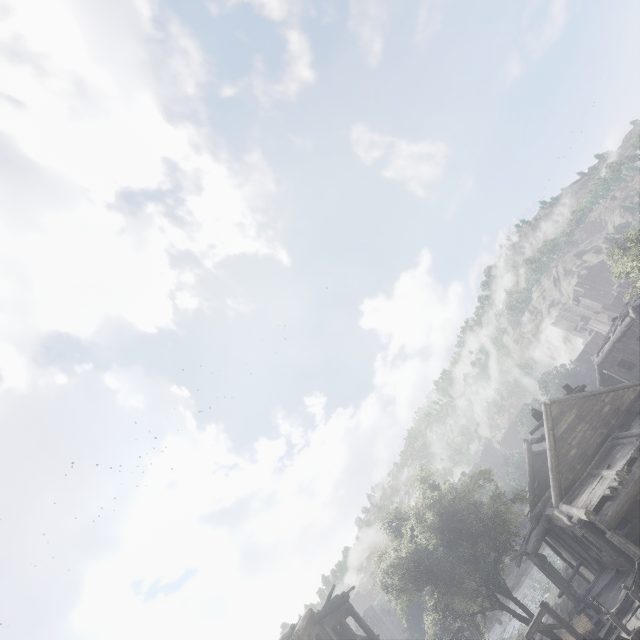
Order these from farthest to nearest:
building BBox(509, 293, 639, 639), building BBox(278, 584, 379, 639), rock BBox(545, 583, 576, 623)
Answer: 1. rock BBox(545, 583, 576, 623)
2. building BBox(278, 584, 379, 639)
3. building BBox(509, 293, 639, 639)

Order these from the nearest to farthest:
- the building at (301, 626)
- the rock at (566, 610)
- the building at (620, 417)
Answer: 1. the building at (620, 417)
2. the building at (301, 626)
3. the rock at (566, 610)

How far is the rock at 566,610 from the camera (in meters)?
24.30

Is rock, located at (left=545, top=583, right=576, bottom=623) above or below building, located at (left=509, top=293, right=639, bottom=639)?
below

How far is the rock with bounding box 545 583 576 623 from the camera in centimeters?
2430cm

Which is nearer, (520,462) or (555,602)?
(555,602)

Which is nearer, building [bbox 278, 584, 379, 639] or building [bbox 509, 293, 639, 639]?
building [bbox 509, 293, 639, 639]

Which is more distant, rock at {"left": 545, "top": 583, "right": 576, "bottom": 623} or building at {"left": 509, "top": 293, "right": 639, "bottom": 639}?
rock at {"left": 545, "top": 583, "right": 576, "bottom": 623}
